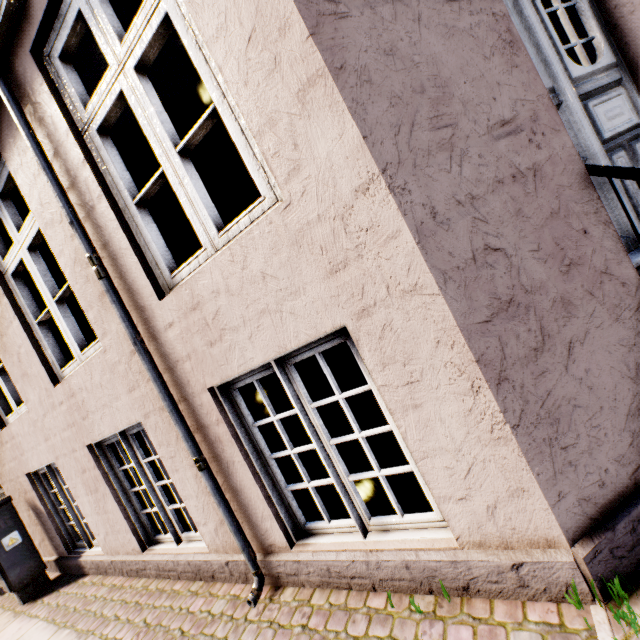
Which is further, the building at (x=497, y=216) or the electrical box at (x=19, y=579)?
the electrical box at (x=19, y=579)

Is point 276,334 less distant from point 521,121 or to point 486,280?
point 486,280

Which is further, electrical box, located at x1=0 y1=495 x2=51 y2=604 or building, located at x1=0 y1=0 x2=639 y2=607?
electrical box, located at x1=0 y1=495 x2=51 y2=604
